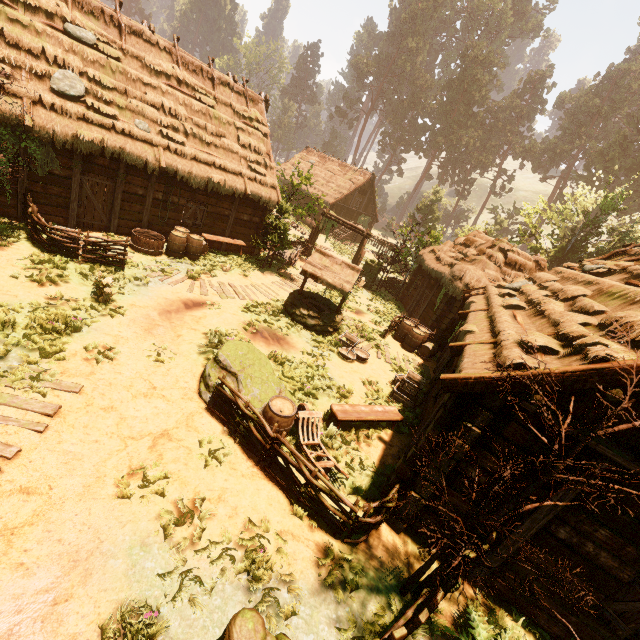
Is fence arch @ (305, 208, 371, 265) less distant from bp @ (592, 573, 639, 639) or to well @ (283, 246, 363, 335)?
well @ (283, 246, 363, 335)

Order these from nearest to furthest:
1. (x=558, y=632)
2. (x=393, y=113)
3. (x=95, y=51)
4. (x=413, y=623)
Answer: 1. (x=413, y=623)
2. (x=558, y=632)
3. (x=95, y=51)
4. (x=393, y=113)

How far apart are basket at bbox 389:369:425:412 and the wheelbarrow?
3.76m

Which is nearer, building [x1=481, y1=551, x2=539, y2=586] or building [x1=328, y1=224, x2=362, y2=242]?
building [x1=481, y1=551, x2=539, y2=586]

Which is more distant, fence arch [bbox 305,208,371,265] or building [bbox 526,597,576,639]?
fence arch [bbox 305,208,371,265]

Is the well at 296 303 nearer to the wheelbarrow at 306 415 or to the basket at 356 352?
the basket at 356 352

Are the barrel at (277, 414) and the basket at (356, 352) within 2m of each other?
no

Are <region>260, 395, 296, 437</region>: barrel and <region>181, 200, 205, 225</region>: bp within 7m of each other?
no
